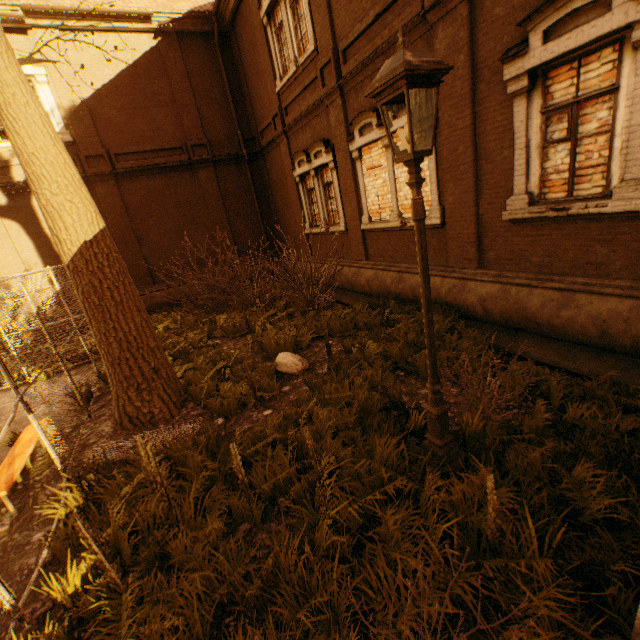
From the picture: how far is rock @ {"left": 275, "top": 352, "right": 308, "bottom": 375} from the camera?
6.42m

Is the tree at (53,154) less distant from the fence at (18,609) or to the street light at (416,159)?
the fence at (18,609)

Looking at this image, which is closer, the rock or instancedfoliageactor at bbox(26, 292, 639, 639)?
instancedfoliageactor at bbox(26, 292, 639, 639)

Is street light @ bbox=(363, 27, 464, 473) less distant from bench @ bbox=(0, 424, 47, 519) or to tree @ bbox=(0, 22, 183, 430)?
tree @ bbox=(0, 22, 183, 430)

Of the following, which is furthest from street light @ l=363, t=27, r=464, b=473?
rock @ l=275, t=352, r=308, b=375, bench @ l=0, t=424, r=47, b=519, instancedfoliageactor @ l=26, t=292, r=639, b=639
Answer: bench @ l=0, t=424, r=47, b=519

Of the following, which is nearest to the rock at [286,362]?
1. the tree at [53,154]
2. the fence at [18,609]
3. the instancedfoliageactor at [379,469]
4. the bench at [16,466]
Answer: the instancedfoliageactor at [379,469]

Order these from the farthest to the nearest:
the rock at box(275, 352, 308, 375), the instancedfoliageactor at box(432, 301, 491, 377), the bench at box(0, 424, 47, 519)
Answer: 1. the rock at box(275, 352, 308, 375)
2. the instancedfoliageactor at box(432, 301, 491, 377)
3. the bench at box(0, 424, 47, 519)

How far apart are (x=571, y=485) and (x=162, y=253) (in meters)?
15.46
